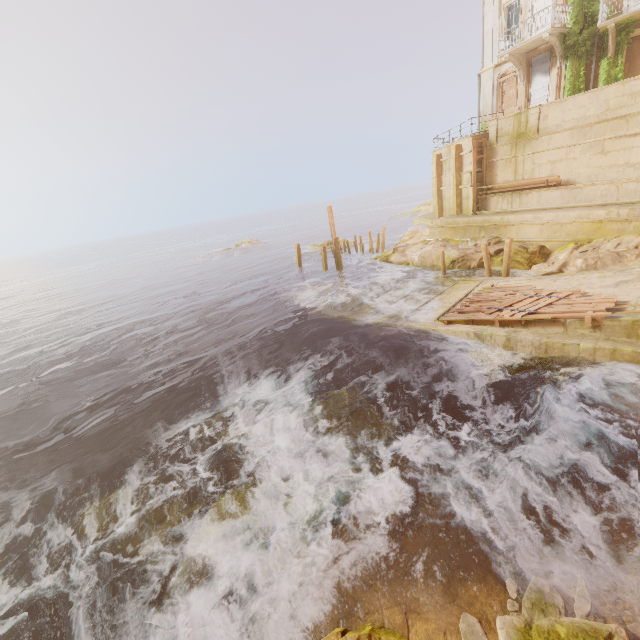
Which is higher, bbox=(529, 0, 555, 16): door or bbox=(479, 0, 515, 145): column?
bbox=(529, 0, 555, 16): door

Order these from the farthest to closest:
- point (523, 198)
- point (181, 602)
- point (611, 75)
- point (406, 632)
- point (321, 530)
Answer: point (523, 198)
point (611, 75)
point (321, 530)
point (181, 602)
point (406, 632)

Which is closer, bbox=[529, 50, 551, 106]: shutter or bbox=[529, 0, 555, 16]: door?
bbox=[529, 0, 555, 16]: door

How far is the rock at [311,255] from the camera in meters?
36.7 m

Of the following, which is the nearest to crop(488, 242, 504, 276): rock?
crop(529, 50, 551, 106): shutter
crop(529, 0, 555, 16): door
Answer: crop(529, 50, 551, 106): shutter

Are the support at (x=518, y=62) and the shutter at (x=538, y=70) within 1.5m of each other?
yes

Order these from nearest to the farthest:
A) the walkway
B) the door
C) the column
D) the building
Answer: the walkway → the building → the door → the column

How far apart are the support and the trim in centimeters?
778cm
